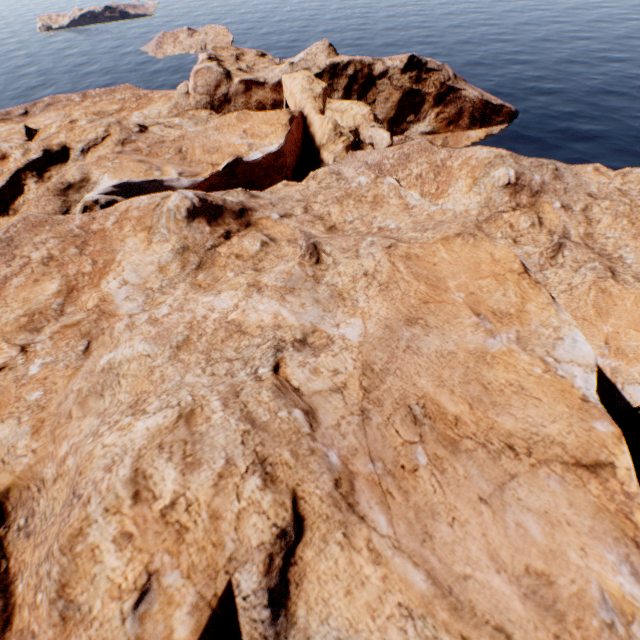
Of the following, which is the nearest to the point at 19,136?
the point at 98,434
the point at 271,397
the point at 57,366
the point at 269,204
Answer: the point at 269,204
